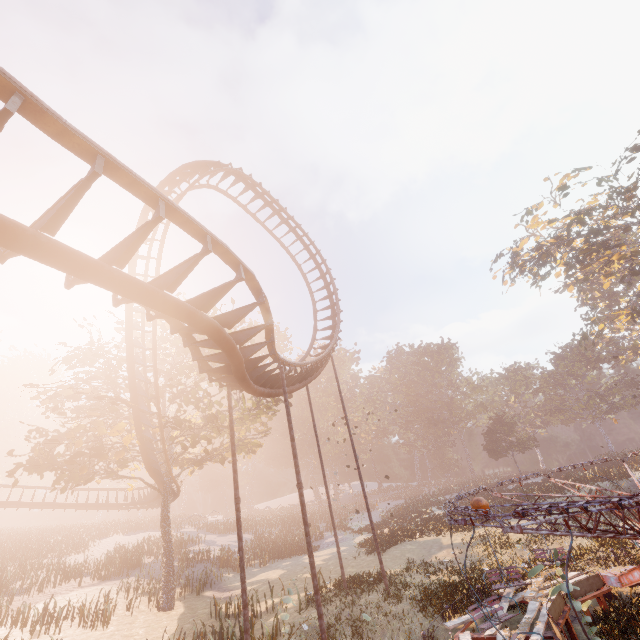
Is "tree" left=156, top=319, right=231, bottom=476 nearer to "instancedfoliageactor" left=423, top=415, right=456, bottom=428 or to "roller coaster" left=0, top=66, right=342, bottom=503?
"roller coaster" left=0, top=66, right=342, bottom=503

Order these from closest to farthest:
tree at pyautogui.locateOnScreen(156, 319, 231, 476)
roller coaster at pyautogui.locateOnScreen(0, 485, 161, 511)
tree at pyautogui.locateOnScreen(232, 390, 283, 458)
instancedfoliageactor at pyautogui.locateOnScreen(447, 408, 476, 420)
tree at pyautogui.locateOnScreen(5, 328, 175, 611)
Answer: tree at pyautogui.locateOnScreen(5, 328, 175, 611), tree at pyautogui.locateOnScreen(156, 319, 231, 476), tree at pyautogui.locateOnScreen(232, 390, 283, 458), roller coaster at pyautogui.locateOnScreen(0, 485, 161, 511), instancedfoliageactor at pyautogui.locateOnScreen(447, 408, 476, 420)

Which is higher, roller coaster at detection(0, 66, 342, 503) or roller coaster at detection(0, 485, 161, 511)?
roller coaster at detection(0, 66, 342, 503)

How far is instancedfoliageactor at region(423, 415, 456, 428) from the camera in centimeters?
5741cm

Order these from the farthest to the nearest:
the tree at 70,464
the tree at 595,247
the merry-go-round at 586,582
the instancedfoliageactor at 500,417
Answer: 1. the tree at 595,247
2. the instancedfoliageactor at 500,417
3. the tree at 70,464
4. the merry-go-round at 586,582

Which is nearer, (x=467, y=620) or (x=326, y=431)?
(x=467, y=620)

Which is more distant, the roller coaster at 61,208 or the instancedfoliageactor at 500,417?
the instancedfoliageactor at 500,417

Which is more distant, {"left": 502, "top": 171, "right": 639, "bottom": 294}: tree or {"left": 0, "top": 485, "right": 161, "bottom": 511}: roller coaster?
{"left": 0, "top": 485, "right": 161, "bottom": 511}: roller coaster
